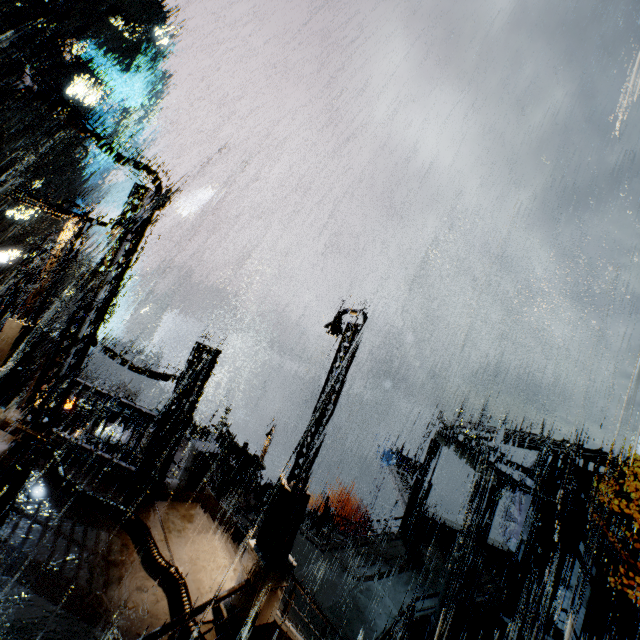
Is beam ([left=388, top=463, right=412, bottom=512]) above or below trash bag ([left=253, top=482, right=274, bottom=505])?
above

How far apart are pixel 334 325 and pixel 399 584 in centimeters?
1508cm

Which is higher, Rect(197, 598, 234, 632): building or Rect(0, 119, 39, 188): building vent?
Rect(0, 119, 39, 188): building vent

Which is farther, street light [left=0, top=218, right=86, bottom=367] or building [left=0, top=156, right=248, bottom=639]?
street light [left=0, top=218, right=86, bottom=367]

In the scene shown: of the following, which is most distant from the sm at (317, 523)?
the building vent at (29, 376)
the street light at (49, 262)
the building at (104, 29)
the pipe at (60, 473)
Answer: the building vent at (29, 376)

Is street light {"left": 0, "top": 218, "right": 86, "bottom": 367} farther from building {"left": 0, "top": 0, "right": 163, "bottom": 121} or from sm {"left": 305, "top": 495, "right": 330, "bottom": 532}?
sm {"left": 305, "top": 495, "right": 330, "bottom": 532}

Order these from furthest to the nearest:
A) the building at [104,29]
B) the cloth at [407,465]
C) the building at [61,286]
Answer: the building at [61,286]
the building at [104,29]
the cloth at [407,465]

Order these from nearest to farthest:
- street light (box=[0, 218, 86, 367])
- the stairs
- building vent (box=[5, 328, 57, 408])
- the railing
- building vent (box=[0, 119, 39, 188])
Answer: the railing, the stairs, street light (box=[0, 218, 86, 367]), building vent (box=[5, 328, 57, 408]), building vent (box=[0, 119, 39, 188])
